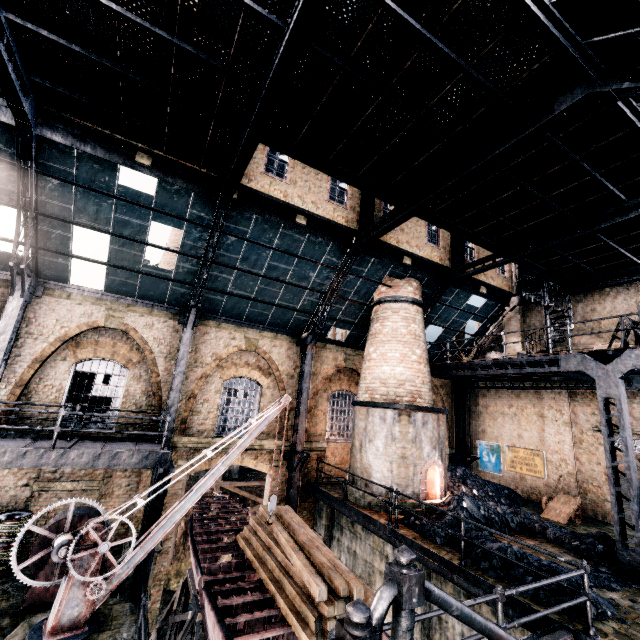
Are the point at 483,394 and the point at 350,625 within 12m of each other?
no

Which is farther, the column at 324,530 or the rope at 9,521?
the column at 324,530

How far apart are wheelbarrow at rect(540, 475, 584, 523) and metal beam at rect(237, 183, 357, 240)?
15.11m

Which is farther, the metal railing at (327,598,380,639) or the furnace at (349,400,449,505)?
the furnace at (349,400,449,505)

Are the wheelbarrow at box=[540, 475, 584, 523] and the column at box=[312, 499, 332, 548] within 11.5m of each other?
yes

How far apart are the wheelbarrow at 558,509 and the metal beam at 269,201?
15.1 meters

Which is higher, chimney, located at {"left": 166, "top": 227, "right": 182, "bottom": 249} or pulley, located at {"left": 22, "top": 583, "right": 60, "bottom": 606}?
chimney, located at {"left": 166, "top": 227, "right": 182, "bottom": 249}

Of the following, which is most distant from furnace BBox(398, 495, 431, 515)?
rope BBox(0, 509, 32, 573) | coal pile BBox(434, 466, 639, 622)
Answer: rope BBox(0, 509, 32, 573)
